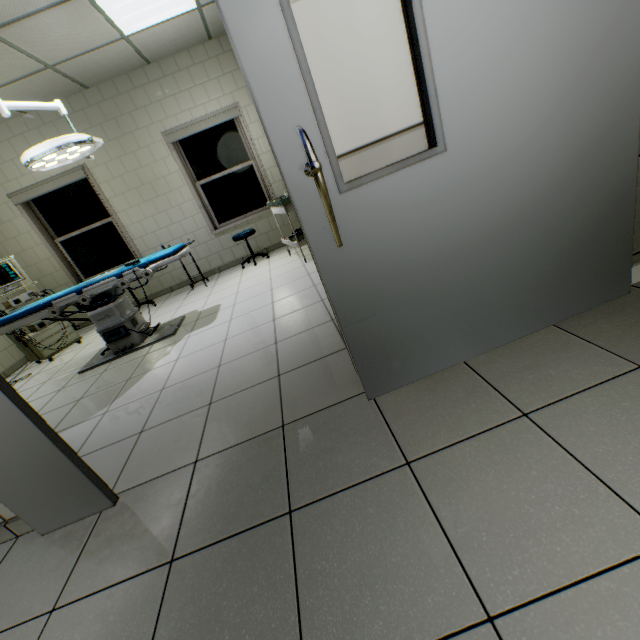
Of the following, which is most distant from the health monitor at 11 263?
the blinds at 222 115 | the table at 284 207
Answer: the table at 284 207

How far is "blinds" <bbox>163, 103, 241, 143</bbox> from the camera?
5.22m

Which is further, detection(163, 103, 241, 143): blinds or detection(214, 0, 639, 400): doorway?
detection(163, 103, 241, 143): blinds

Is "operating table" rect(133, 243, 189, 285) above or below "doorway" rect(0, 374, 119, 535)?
above

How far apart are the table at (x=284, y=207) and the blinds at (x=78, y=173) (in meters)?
3.16

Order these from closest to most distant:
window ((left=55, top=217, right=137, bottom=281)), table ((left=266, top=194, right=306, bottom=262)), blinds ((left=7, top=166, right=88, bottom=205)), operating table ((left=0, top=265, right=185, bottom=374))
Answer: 1. operating table ((left=0, top=265, right=185, bottom=374))
2. table ((left=266, top=194, right=306, bottom=262))
3. blinds ((left=7, top=166, right=88, bottom=205))
4. window ((left=55, top=217, right=137, bottom=281))

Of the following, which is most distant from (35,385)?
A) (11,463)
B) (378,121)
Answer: (378,121)

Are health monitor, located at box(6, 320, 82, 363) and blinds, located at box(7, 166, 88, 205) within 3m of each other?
yes
